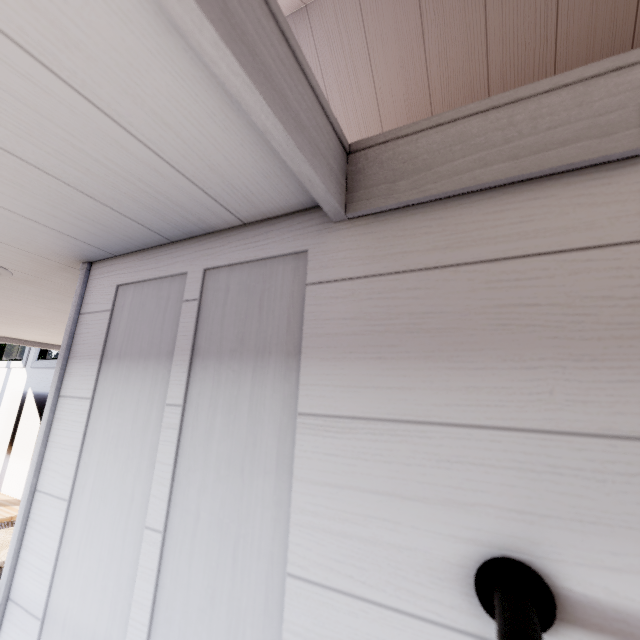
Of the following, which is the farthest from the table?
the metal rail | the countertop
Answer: the metal rail

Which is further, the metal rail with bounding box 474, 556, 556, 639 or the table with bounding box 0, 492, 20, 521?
the table with bounding box 0, 492, 20, 521

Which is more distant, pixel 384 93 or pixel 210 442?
pixel 384 93

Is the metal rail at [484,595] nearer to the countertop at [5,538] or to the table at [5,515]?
the countertop at [5,538]

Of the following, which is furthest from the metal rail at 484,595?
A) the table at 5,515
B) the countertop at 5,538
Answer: the table at 5,515

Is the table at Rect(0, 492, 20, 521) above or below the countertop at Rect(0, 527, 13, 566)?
below
